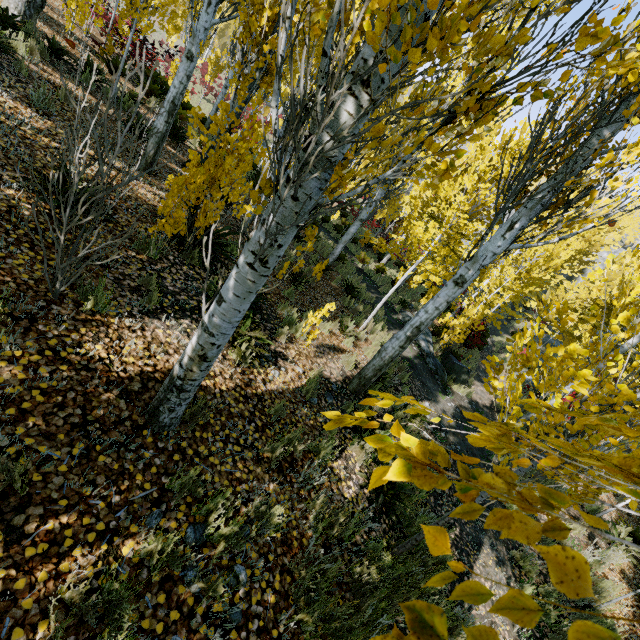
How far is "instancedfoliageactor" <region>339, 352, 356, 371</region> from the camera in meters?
6.7

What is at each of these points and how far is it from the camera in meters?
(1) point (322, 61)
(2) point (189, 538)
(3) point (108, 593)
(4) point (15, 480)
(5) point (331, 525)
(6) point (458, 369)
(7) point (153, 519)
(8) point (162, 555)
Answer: (1) instancedfoliageactor, 1.5 m
(2) instancedfoliageactor, 2.5 m
(3) instancedfoliageactor, 1.9 m
(4) instancedfoliageactor, 2.0 m
(5) instancedfoliageactor, 3.5 m
(6) rock, 12.2 m
(7) instancedfoliageactor, 2.4 m
(8) instancedfoliageactor, 2.3 m

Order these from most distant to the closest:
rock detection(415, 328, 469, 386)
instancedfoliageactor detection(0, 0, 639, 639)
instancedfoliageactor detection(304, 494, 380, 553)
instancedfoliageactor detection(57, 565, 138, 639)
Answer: rock detection(415, 328, 469, 386) < instancedfoliageactor detection(304, 494, 380, 553) < instancedfoliageactor detection(57, 565, 138, 639) < instancedfoliageactor detection(0, 0, 639, 639)

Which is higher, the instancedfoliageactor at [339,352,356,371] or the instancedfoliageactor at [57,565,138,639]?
the instancedfoliageactor at [57,565,138,639]

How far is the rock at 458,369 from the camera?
11.8m

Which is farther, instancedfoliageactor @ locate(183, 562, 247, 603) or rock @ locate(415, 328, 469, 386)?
rock @ locate(415, 328, 469, 386)

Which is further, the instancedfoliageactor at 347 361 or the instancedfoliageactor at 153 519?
the instancedfoliageactor at 347 361
